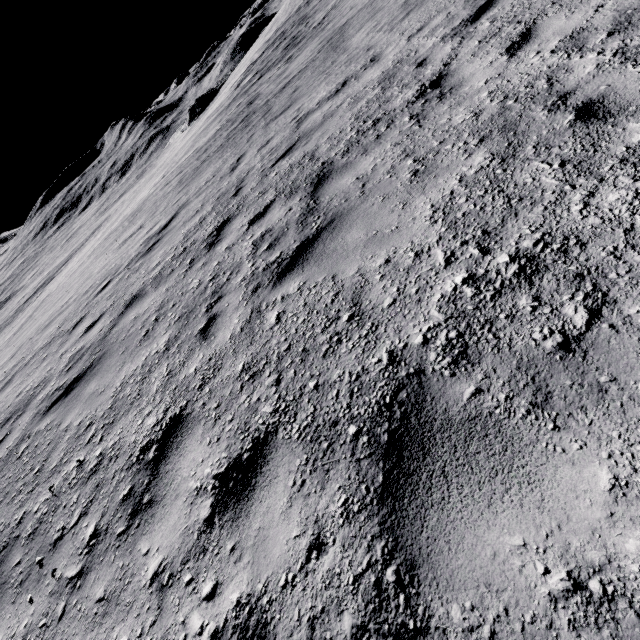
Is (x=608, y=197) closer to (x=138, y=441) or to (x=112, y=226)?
(x=138, y=441)
